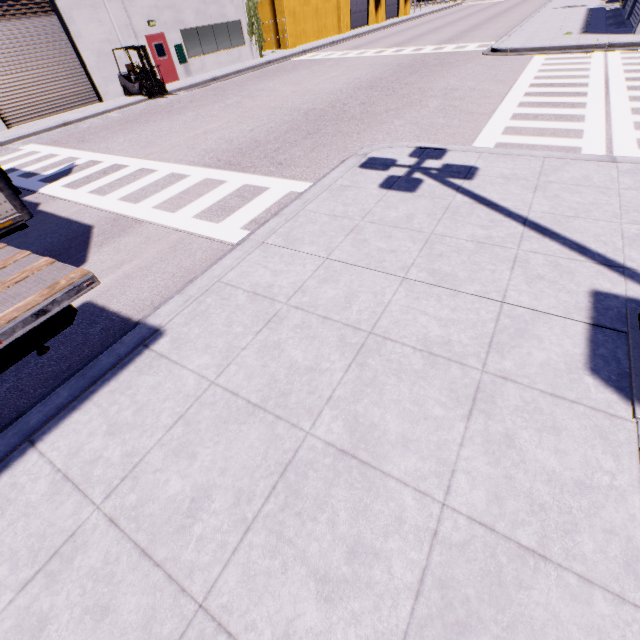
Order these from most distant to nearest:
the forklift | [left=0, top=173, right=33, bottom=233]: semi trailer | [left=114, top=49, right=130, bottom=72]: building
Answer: [left=114, top=49, right=130, bottom=72]: building
the forklift
[left=0, top=173, right=33, bottom=233]: semi trailer

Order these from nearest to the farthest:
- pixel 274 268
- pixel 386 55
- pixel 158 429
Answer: pixel 158 429 → pixel 274 268 → pixel 386 55

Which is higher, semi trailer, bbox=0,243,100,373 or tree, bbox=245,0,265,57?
tree, bbox=245,0,265,57

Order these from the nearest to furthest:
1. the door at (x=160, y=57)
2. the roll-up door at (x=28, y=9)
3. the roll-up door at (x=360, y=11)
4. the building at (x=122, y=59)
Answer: the roll-up door at (x=28, y=9) < the building at (x=122, y=59) < the door at (x=160, y=57) < the roll-up door at (x=360, y=11)

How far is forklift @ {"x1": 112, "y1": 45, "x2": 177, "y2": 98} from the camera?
16.7m

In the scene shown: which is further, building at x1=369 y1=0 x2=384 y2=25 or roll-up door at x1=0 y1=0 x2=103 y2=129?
building at x1=369 y1=0 x2=384 y2=25

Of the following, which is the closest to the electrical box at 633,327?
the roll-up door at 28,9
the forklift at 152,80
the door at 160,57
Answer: the roll-up door at 28,9

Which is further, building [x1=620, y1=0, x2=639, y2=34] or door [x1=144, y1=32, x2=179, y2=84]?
door [x1=144, y1=32, x2=179, y2=84]
